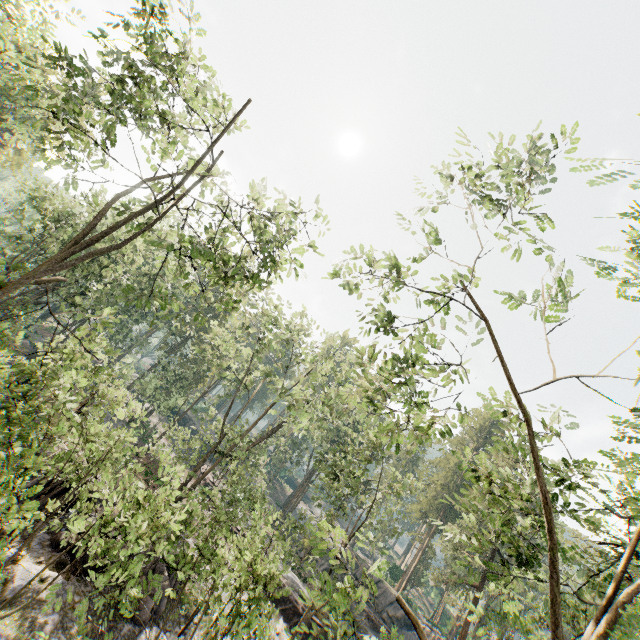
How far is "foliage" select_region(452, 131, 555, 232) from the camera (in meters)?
8.46

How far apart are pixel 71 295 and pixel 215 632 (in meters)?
31.07

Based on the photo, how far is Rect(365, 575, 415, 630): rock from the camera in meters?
35.5

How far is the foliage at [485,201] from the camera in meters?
8.5 m

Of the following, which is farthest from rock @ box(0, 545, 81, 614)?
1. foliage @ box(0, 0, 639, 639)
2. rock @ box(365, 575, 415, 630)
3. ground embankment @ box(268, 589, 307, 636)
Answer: rock @ box(365, 575, 415, 630)

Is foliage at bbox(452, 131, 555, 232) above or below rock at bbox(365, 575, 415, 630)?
above

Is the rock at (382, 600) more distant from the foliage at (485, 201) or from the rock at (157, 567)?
the rock at (157, 567)

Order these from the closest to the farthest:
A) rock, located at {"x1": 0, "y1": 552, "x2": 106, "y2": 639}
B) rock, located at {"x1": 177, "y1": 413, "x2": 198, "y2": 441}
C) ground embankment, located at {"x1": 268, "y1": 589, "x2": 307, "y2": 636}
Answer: rock, located at {"x1": 0, "y1": 552, "x2": 106, "y2": 639} < ground embankment, located at {"x1": 268, "y1": 589, "x2": 307, "y2": 636} < rock, located at {"x1": 177, "y1": 413, "x2": 198, "y2": 441}
